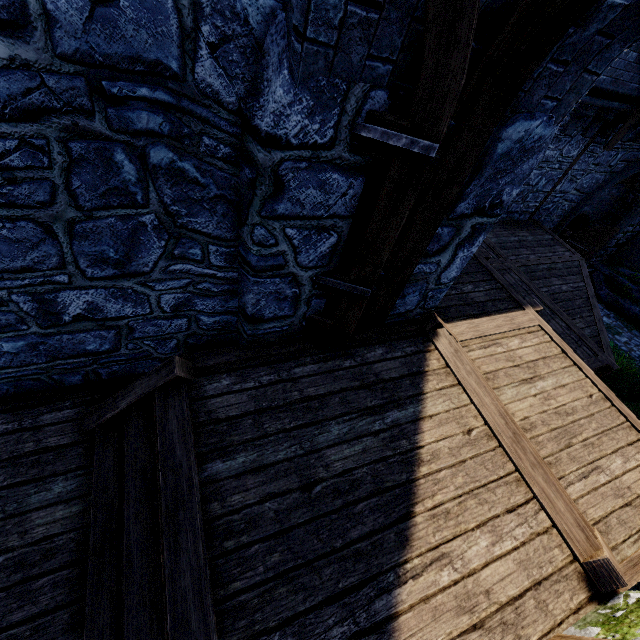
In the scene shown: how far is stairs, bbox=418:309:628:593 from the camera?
2.41m

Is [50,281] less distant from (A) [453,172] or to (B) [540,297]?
(A) [453,172]

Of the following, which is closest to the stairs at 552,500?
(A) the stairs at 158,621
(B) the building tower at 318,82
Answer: (B) the building tower at 318,82

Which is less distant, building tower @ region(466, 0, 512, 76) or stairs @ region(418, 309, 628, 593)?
building tower @ region(466, 0, 512, 76)

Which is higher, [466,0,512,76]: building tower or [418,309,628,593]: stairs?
[466,0,512,76]: building tower

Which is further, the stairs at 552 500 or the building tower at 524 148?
the stairs at 552 500

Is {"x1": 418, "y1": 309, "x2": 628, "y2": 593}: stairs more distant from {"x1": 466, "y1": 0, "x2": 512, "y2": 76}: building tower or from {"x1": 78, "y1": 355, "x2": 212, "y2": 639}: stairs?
{"x1": 78, "y1": 355, "x2": 212, "y2": 639}: stairs

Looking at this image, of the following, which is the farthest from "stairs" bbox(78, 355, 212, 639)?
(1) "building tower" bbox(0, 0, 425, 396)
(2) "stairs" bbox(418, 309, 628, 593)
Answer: (2) "stairs" bbox(418, 309, 628, 593)
